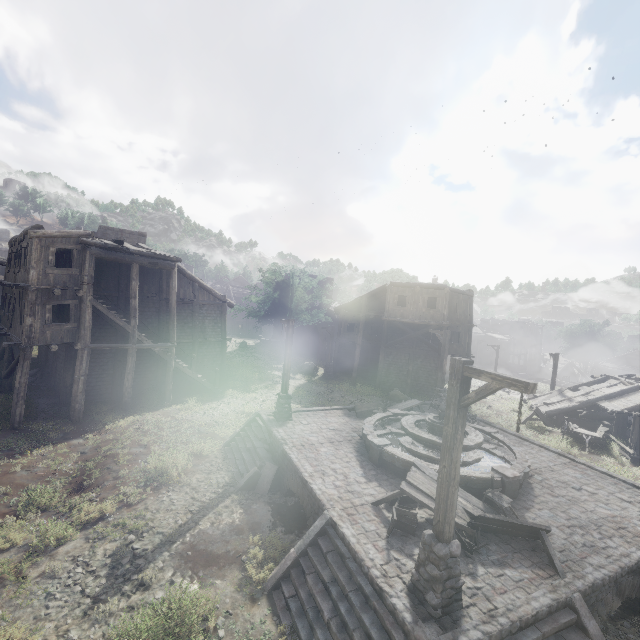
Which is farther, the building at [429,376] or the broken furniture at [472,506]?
the building at [429,376]

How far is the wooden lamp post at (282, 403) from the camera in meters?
15.1 m

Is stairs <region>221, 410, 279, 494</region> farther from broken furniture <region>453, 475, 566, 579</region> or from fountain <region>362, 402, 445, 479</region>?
broken furniture <region>453, 475, 566, 579</region>

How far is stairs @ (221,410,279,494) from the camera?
11.97m

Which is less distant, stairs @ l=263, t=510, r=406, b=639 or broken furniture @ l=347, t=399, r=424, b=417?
stairs @ l=263, t=510, r=406, b=639

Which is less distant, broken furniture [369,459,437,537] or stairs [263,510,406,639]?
stairs [263,510,406,639]

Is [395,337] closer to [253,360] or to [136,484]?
[253,360]

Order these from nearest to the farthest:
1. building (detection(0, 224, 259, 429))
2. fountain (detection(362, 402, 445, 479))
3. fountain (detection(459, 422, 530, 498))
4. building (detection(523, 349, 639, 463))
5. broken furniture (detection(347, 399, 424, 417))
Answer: fountain (detection(459, 422, 530, 498)) < fountain (detection(362, 402, 445, 479)) < building (detection(0, 224, 259, 429)) < broken furniture (detection(347, 399, 424, 417)) < building (detection(523, 349, 639, 463))
